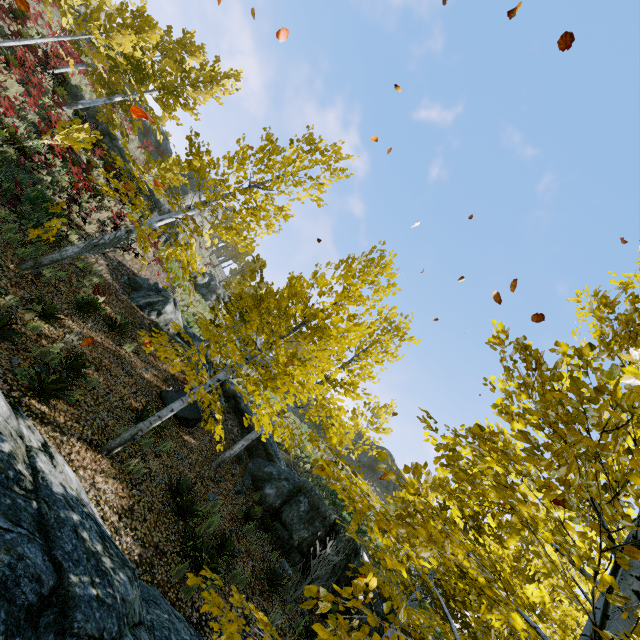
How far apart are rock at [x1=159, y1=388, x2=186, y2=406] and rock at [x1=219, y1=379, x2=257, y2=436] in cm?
366

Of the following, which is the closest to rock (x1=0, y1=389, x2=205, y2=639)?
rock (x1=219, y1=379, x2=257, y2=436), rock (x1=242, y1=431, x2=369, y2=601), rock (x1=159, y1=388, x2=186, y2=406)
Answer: rock (x1=242, y1=431, x2=369, y2=601)

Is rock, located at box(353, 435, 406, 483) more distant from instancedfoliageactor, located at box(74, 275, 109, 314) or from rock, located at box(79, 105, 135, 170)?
instancedfoliageactor, located at box(74, 275, 109, 314)

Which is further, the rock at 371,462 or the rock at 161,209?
the rock at 371,462

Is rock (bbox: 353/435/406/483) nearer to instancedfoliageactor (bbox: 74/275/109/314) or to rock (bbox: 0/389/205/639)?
instancedfoliageactor (bbox: 74/275/109/314)

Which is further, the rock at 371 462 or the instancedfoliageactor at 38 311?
the rock at 371 462

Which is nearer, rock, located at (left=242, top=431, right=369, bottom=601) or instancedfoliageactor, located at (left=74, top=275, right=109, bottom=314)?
instancedfoliageactor, located at (left=74, top=275, right=109, bottom=314)

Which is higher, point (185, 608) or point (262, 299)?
point (262, 299)
